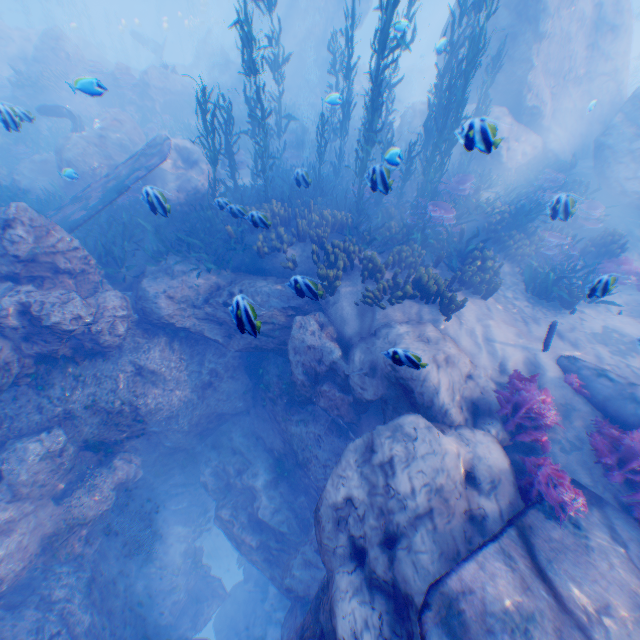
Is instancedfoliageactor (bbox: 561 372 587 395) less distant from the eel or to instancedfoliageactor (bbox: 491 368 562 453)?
instancedfoliageactor (bbox: 491 368 562 453)

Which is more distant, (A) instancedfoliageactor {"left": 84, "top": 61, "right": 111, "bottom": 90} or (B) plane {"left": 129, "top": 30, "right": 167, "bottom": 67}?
(B) plane {"left": 129, "top": 30, "right": 167, "bottom": 67}

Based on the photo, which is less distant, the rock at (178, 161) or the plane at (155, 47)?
the rock at (178, 161)

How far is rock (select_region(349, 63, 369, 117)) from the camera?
25.47m

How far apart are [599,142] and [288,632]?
21.4m

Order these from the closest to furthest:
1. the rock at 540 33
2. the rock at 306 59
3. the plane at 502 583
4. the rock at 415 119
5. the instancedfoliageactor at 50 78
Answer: the plane at 502 583 < the rock at 540 33 < the rock at 415 119 < the instancedfoliageactor at 50 78 < the rock at 306 59

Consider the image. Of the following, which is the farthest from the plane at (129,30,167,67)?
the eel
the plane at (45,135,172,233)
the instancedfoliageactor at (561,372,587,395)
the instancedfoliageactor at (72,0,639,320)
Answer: the instancedfoliageactor at (561,372,587,395)

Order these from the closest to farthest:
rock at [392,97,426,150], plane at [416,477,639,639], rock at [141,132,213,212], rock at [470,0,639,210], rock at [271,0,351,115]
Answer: plane at [416,477,639,639] < rock at [141,132,213,212] < rock at [470,0,639,210] < rock at [392,97,426,150] < rock at [271,0,351,115]
